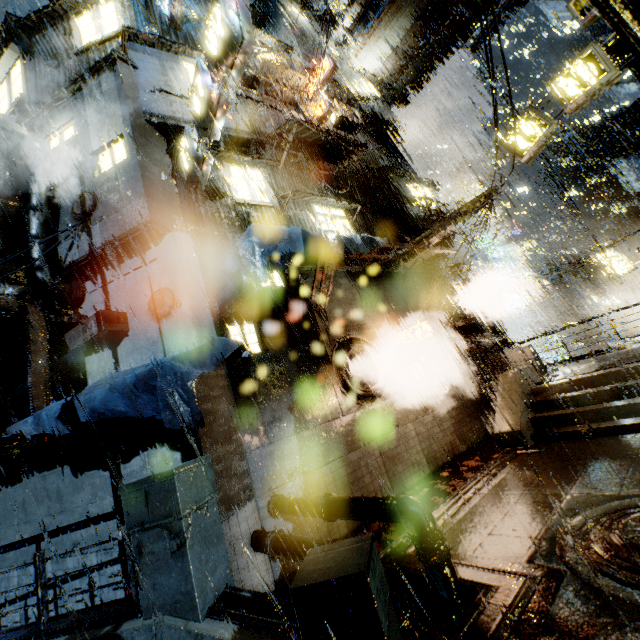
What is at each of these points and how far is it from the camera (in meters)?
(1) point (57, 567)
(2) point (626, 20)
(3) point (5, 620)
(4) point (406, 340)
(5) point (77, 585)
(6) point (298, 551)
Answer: (1) building, 8.62
(2) support beam, 2.41
(3) building, 9.70
(4) sign, 12.92
(5) building, 8.13
(6) pipe, 5.96

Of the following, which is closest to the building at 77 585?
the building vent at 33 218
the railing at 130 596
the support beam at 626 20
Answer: the building vent at 33 218

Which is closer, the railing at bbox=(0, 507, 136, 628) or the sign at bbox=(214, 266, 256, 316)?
the railing at bbox=(0, 507, 136, 628)

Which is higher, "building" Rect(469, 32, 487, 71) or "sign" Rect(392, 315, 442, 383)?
"building" Rect(469, 32, 487, 71)

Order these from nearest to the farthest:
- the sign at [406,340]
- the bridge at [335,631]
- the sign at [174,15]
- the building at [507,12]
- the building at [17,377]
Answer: the bridge at [335,631], the building at [17,377], the sign at [406,340], the sign at [174,15], the building at [507,12]

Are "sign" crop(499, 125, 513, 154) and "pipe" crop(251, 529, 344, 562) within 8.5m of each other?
no

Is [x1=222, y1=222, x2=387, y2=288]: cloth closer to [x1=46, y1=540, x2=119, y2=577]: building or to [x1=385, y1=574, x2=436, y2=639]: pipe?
[x1=46, y1=540, x2=119, y2=577]: building

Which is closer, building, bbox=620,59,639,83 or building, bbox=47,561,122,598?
building, bbox=47,561,122,598
